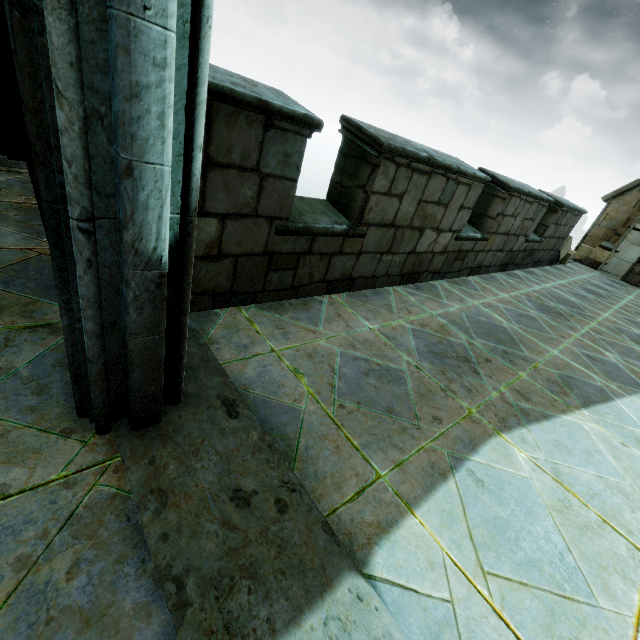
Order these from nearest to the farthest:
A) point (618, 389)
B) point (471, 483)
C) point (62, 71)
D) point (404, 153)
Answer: point (62, 71)
point (471, 483)
point (404, 153)
point (618, 389)
